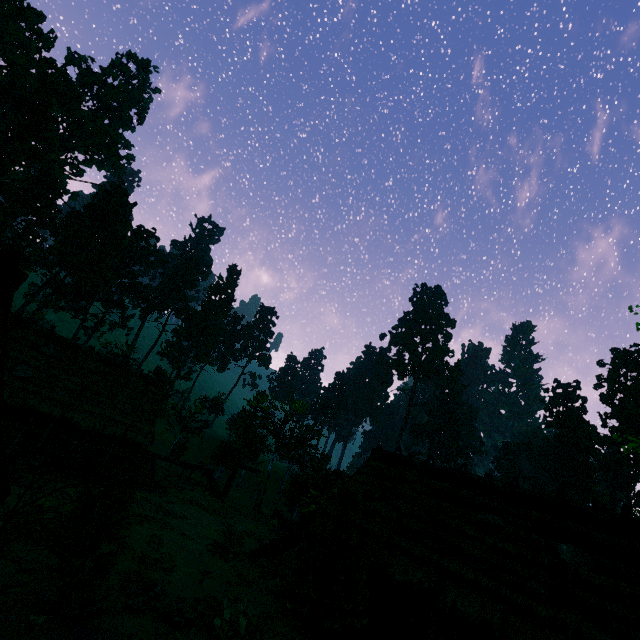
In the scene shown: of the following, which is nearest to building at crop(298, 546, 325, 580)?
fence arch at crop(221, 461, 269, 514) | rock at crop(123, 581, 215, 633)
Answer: fence arch at crop(221, 461, 269, 514)

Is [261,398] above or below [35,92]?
below

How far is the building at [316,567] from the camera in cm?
1395

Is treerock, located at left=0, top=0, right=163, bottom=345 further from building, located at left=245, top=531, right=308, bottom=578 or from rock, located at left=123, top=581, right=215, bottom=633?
rock, located at left=123, top=581, right=215, bottom=633

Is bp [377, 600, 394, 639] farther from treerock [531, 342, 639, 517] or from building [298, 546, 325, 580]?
treerock [531, 342, 639, 517]

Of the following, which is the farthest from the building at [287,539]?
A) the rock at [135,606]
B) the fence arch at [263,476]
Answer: the rock at [135,606]

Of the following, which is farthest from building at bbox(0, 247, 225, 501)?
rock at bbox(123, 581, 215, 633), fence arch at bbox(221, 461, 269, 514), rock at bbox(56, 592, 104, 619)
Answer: rock at bbox(56, 592, 104, 619)

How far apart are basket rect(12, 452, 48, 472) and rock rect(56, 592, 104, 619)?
10.4m
